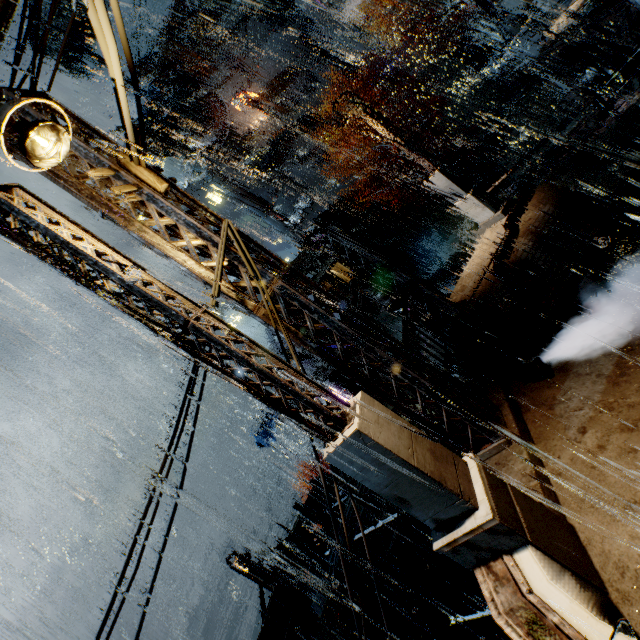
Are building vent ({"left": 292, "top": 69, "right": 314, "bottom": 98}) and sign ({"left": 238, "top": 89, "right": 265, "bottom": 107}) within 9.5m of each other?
yes

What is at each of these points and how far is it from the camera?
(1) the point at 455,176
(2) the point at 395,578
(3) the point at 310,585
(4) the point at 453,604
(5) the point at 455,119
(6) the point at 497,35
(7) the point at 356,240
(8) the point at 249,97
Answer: (1) street light, 11.91m
(2) building, 11.23m
(3) building, 14.66m
(4) building, 11.61m
(5) stairs, 28.45m
(6) tree, 26.70m
(7) building, 9.55m
(8) sign, 38.50m

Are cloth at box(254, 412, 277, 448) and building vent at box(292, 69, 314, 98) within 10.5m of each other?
no

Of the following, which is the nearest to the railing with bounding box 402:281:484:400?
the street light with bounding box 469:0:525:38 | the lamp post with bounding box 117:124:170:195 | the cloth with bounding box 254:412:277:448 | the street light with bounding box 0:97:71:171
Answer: the street light with bounding box 0:97:71:171

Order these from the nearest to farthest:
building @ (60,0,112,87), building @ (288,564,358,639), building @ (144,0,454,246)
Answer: building @ (288,564,358,639) < building @ (144,0,454,246) < building @ (60,0,112,87)

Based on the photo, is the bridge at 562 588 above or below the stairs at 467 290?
above

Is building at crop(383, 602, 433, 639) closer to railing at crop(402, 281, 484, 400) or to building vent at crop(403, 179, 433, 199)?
railing at crop(402, 281, 484, 400)

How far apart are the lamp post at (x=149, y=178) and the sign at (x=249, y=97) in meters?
41.5
